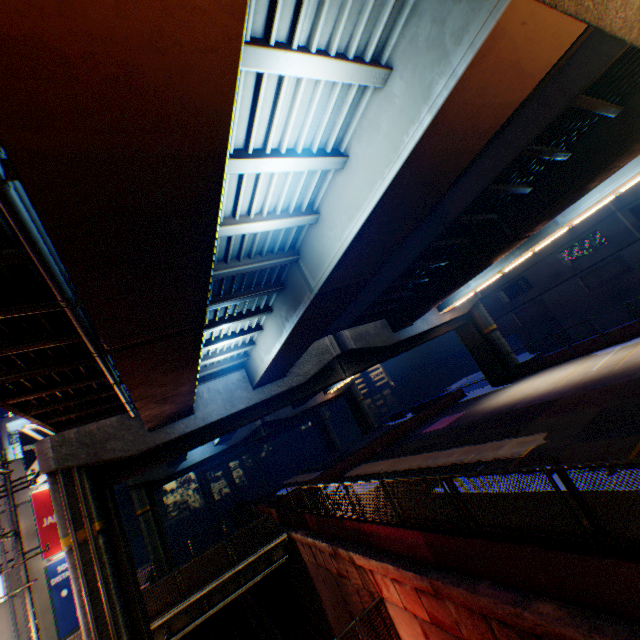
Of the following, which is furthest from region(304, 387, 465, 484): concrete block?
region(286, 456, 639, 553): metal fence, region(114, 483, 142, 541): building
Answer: region(114, 483, 142, 541): building

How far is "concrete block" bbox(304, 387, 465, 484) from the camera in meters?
24.9 m

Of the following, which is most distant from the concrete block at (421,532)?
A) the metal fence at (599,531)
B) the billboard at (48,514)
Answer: the billboard at (48,514)

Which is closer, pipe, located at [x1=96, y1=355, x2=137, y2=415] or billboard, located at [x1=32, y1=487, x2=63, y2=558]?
pipe, located at [x1=96, y1=355, x2=137, y2=415]

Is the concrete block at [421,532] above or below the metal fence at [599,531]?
below

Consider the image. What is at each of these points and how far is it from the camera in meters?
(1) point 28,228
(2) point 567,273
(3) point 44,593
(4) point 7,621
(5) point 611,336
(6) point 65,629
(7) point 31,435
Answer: (1) pipe, 4.2
(2) building, 31.7
(3) building, 20.1
(4) building, 19.0
(5) concrete block, 21.5
(6) billboard, 20.1
(7) billboard, 23.8

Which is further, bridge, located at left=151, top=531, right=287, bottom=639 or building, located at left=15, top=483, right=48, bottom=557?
building, located at left=15, top=483, right=48, bottom=557

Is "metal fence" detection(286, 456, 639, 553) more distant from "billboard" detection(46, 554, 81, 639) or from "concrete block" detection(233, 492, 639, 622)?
"billboard" detection(46, 554, 81, 639)
